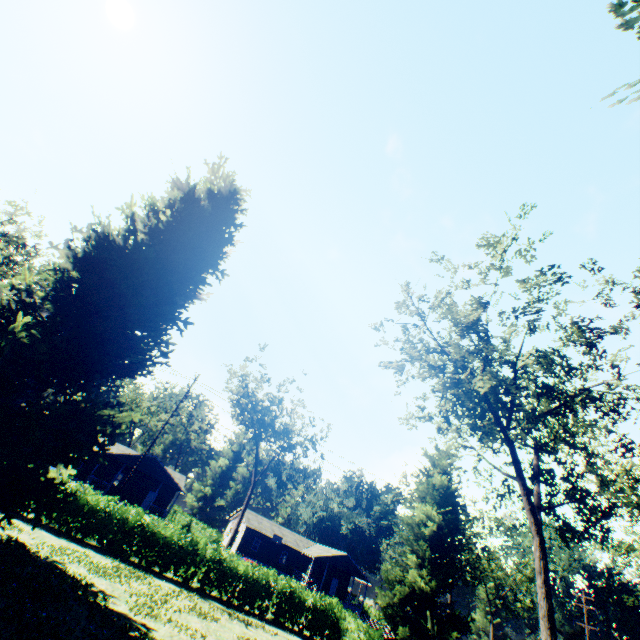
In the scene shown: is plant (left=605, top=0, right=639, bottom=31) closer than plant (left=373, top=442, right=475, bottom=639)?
Yes

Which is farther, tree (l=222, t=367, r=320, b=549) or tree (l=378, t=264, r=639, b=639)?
tree (l=222, t=367, r=320, b=549)

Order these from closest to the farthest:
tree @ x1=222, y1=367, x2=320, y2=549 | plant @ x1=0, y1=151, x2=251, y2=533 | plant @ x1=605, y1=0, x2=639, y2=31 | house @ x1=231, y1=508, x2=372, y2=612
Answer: plant @ x1=605, y1=0, x2=639, y2=31, plant @ x1=0, y1=151, x2=251, y2=533, tree @ x1=222, y1=367, x2=320, y2=549, house @ x1=231, y1=508, x2=372, y2=612

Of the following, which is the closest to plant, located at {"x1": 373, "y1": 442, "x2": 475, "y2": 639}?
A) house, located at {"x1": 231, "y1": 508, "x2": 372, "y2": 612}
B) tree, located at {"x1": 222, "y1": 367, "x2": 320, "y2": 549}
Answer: tree, located at {"x1": 222, "y1": 367, "x2": 320, "y2": 549}

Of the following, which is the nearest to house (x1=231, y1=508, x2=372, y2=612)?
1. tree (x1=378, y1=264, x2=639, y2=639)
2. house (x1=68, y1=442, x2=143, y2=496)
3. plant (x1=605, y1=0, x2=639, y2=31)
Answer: house (x1=68, y1=442, x2=143, y2=496)

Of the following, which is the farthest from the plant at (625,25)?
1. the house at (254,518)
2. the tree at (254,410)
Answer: the house at (254,518)

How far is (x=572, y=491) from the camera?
20.0 meters

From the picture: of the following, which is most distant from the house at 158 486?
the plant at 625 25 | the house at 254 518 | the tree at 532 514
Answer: the tree at 532 514
